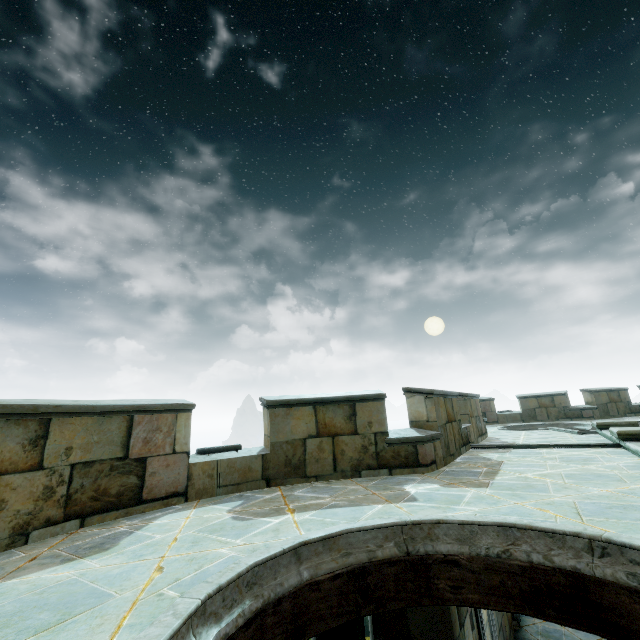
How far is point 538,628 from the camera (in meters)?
8.19
